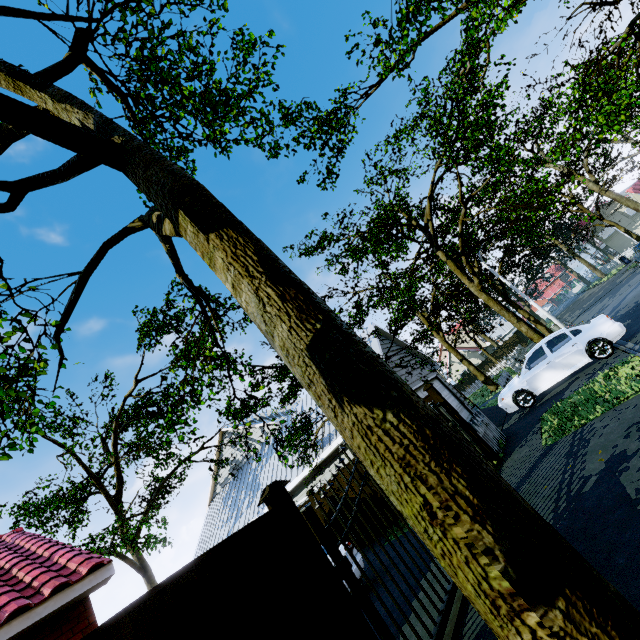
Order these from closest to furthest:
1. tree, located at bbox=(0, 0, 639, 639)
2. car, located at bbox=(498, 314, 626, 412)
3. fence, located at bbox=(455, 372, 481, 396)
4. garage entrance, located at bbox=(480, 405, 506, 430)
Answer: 1. tree, located at bbox=(0, 0, 639, 639)
2. car, located at bbox=(498, 314, 626, 412)
3. garage entrance, located at bbox=(480, 405, 506, 430)
4. fence, located at bbox=(455, 372, 481, 396)

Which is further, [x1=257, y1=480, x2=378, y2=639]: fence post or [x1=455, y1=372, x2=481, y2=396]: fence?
[x1=455, y1=372, x2=481, y2=396]: fence

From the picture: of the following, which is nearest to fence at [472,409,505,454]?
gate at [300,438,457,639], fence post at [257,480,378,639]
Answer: gate at [300,438,457,639]

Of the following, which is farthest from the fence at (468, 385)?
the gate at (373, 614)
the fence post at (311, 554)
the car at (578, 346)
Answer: the fence post at (311, 554)

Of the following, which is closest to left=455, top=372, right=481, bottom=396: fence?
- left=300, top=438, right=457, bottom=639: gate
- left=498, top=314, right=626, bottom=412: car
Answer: left=300, top=438, right=457, bottom=639: gate

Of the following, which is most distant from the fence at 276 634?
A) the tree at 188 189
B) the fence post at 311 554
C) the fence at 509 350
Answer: the fence at 509 350

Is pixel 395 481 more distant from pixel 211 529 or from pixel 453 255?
pixel 211 529

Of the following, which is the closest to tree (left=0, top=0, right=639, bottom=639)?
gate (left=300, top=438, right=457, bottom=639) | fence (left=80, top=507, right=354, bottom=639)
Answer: gate (left=300, top=438, right=457, bottom=639)
